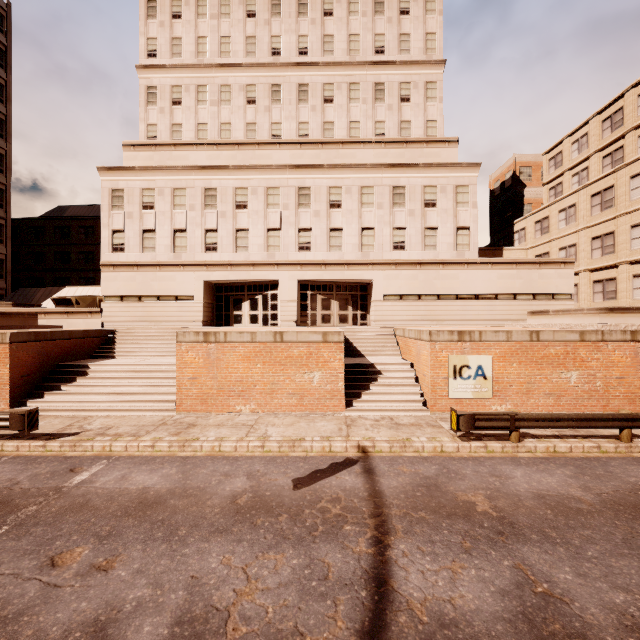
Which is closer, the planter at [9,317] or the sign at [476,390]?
the sign at [476,390]

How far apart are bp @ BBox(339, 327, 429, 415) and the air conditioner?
21.8m

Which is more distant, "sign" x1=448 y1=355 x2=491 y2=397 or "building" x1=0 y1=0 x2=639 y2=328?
"building" x1=0 y1=0 x2=639 y2=328

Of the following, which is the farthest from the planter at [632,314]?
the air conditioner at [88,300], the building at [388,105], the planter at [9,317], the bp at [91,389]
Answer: the air conditioner at [88,300]

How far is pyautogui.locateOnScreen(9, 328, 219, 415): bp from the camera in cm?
1342

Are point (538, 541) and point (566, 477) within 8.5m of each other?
yes

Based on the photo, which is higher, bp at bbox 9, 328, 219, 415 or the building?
the building

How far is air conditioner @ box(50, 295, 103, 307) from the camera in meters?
25.4
